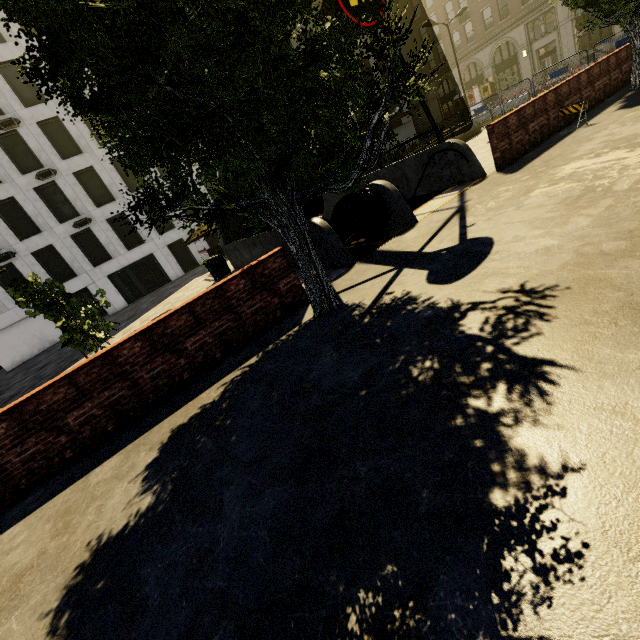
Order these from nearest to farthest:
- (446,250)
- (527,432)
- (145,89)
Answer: (527,432), (145,89), (446,250)

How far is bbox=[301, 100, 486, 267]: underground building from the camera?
7.8 meters

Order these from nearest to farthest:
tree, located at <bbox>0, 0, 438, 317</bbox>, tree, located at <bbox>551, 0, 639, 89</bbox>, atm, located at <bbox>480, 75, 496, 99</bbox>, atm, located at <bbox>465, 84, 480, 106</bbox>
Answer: tree, located at <bbox>0, 0, 438, 317</bbox>
tree, located at <bbox>551, 0, 639, 89</bbox>
atm, located at <bbox>480, 75, 496, 99</bbox>
atm, located at <bbox>465, 84, 480, 106</bbox>

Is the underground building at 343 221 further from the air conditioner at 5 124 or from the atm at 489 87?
the atm at 489 87

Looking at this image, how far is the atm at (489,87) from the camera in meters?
37.4 m

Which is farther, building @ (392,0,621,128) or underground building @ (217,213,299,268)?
building @ (392,0,621,128)

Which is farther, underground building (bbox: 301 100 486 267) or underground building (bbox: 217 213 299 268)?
underground building (bbox: 217 213 299 268)

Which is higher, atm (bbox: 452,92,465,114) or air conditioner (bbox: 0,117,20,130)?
air conditioner (bbox: 0,117,20,130)
